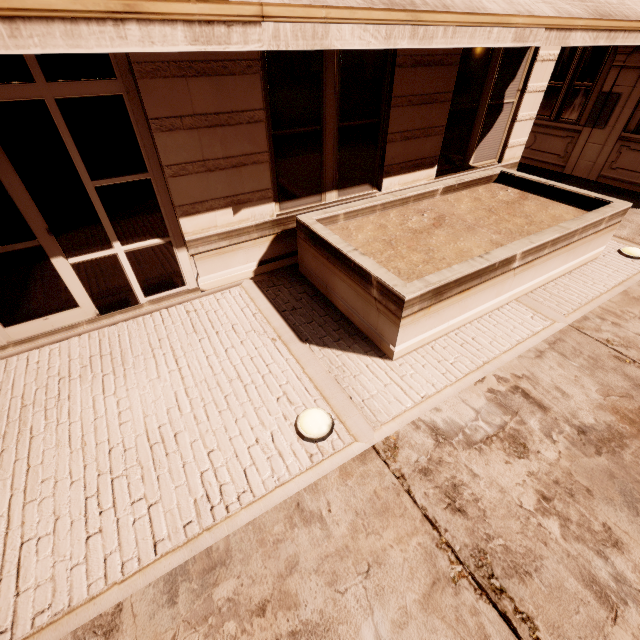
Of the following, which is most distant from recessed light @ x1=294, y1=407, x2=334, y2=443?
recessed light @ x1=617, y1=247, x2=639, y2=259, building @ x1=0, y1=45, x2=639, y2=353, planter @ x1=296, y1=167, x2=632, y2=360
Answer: recessed light @ x1=617, y1=247, x2=639, y2=259

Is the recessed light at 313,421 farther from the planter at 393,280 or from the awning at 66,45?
the awning at 66,45

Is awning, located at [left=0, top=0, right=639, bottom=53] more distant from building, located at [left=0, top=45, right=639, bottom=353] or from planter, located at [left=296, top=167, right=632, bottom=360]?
planter, located at [left=296, top=167, right=632, bottom=360]

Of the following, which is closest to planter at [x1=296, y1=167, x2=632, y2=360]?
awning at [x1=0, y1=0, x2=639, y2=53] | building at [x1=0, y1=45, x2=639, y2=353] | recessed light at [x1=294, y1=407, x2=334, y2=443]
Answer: building at [x1=0, y1=45, x2=639, y2=353]

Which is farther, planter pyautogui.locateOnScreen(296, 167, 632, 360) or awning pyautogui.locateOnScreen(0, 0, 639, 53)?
planter pyautogui.locateOnScreen(296, 167, 632, 360)

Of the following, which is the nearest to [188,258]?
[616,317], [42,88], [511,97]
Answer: [42,88]

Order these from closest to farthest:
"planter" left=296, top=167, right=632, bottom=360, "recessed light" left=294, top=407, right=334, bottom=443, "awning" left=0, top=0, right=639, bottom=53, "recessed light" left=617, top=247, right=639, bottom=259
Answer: "awning" left=0, top=0, right=639, bottom=53 < "recessed light" left=294, top=407, right=334, bottom=443 < "planter" left=296, top=167, right=632, bottom=360 < "recessed light" left=617, top=247, right=639, bottom=259

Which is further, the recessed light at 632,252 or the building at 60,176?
the recessed light at 632,252
